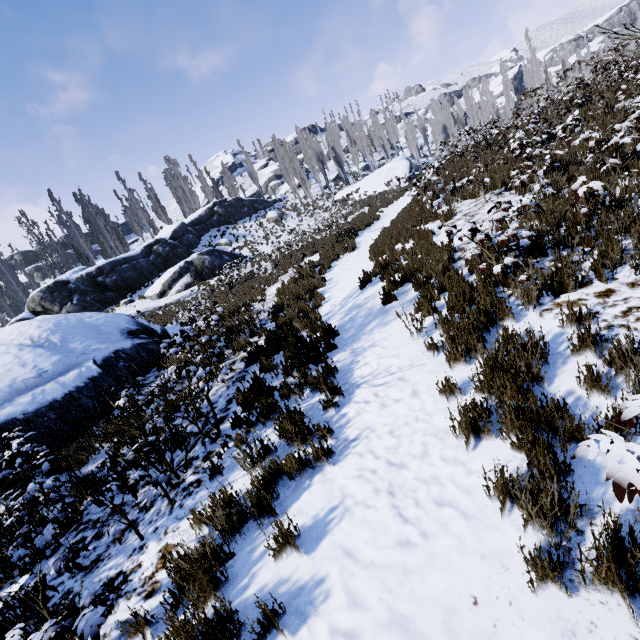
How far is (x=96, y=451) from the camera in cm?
773

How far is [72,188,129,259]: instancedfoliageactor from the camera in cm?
3569

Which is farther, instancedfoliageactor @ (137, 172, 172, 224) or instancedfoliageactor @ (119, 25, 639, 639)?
instancedfoliageactor @ (137, 172, 172, 224)

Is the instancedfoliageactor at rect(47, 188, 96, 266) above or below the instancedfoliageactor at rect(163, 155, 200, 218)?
below

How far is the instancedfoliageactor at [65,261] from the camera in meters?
34.4 m
